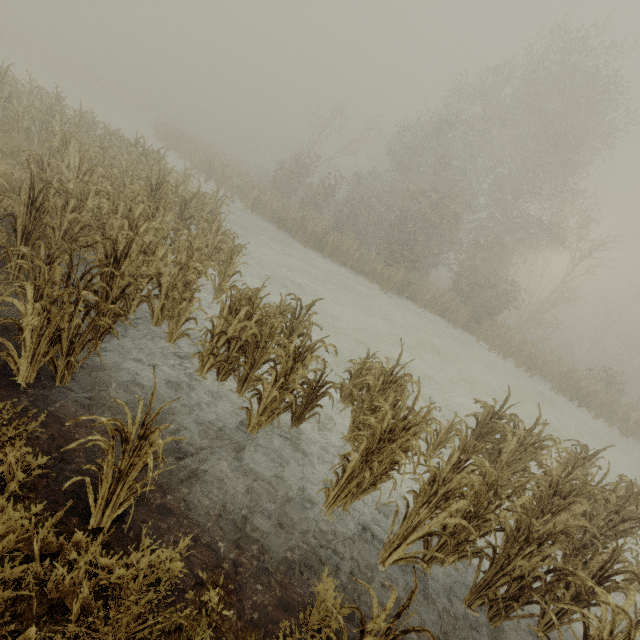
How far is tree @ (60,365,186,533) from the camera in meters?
A: 2.3

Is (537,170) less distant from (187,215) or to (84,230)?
(187,215)

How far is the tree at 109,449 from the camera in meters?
2.3
